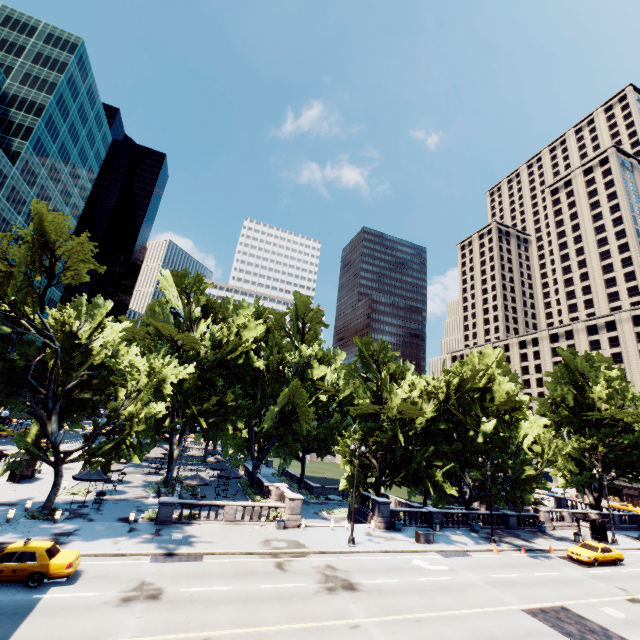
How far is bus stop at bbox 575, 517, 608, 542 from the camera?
33.61m

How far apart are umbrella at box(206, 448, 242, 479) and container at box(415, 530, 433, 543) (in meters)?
23.58

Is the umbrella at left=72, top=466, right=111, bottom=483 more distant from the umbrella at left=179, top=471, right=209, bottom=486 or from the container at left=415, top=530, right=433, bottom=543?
the container at left=415, top=530, right=433, bottom=543

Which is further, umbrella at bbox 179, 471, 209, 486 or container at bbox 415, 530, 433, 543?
umbrella at bbox 179, 471, 209, 486

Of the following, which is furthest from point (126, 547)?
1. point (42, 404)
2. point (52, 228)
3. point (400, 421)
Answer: point (400, 421)

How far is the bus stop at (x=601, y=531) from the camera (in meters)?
33.61

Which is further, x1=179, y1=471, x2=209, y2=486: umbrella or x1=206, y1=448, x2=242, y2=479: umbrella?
x1=206, y1=448, x2=242, y2=479: umbrella

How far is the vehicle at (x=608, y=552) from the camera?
27.2 meters
